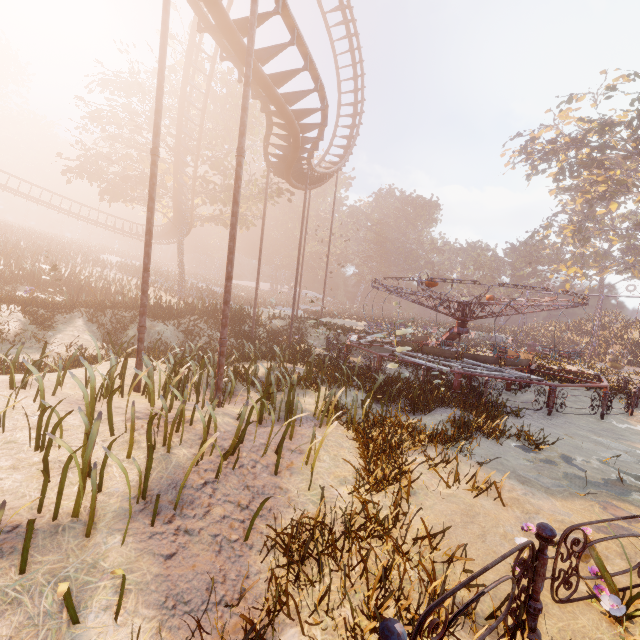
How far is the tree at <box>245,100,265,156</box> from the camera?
24.75m

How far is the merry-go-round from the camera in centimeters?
1120cm

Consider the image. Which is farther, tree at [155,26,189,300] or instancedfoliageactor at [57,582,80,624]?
tree at [155,26,189,300]

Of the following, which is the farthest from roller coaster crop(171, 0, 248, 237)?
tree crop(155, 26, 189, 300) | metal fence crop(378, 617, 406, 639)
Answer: metal fence crop(378, 617, 406, 639)

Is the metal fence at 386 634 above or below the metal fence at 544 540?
above

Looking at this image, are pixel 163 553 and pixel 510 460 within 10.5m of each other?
yes

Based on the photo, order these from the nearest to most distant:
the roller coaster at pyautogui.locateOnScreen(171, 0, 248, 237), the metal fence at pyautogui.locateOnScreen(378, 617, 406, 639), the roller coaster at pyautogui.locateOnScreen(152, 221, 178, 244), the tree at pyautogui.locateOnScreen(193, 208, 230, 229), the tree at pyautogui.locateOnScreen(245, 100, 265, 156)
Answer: the metal fence at pyautogui.locateOnScreen(378, 617, 406, 639), the roller coaster at pyautogui.locateOnScreen(171, 0, 248, 237), the tree at pyautogui.locateOnScreen(245, 100, 265, 156), the tree at pyautogui.locateOnScreen(193, 208, 230, 229), the roller coaster at pyautogui.locateOnScreen(152, 221, 178, 244)

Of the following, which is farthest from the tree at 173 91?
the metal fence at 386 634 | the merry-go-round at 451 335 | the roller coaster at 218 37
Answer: the metal fence at 386 634
